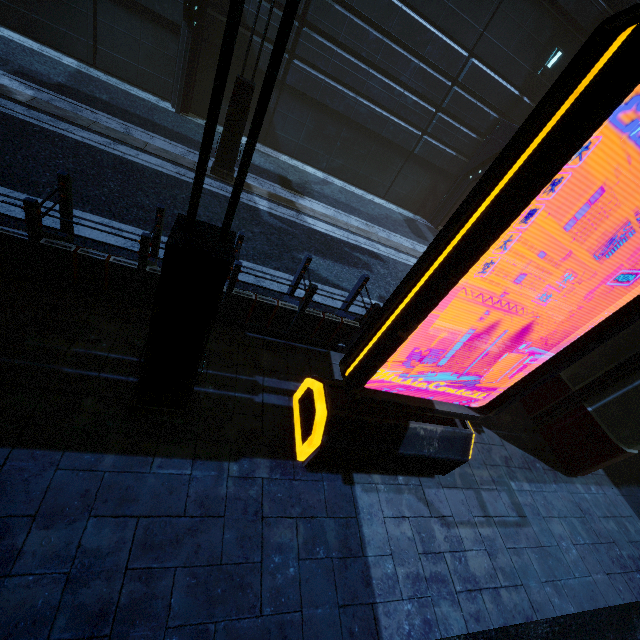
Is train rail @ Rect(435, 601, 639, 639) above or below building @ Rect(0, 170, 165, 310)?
below

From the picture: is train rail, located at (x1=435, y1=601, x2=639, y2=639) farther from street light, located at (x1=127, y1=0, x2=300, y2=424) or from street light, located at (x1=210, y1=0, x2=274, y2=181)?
street light, located at (x1=210, y1=0, x2=274, y2=181)

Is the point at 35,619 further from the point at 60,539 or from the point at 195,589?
the point at 195,589

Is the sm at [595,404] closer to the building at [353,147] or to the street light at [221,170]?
the building at [353,147]

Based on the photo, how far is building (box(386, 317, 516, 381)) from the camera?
6.3 meters

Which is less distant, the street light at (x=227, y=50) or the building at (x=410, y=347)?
the street light at (x=227, y=50)

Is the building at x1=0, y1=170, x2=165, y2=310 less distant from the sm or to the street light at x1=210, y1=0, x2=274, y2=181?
the sm

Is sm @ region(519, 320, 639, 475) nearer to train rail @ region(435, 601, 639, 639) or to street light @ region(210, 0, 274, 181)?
train rail @ region(435, 601, 639, 639)
